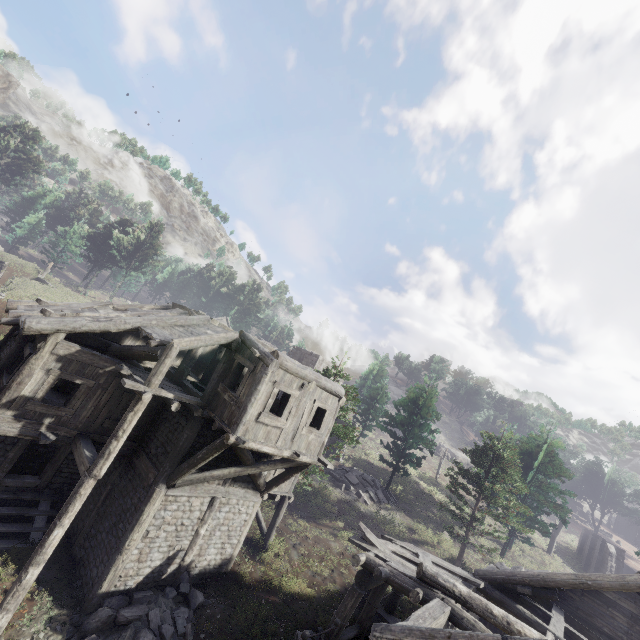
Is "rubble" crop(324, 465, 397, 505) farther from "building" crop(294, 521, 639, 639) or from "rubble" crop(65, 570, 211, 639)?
"rubble" crop(65, 570, 211, 639)

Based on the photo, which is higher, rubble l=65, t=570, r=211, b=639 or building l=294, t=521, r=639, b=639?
building l=294, t=521, r=639, b=639

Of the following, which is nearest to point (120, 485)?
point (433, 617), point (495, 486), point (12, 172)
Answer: point (433, 617)

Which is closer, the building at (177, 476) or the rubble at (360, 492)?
the building at (177, 476)

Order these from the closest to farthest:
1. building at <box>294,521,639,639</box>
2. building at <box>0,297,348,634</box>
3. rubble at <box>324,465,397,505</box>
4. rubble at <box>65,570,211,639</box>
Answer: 1. building at <box>294,521,639,639</box>
2. rubble at <box>65,570,211,639</box>
3. building at <box>0,297,348,634</box>
4. rubble at <box>324,465,397,505</box>

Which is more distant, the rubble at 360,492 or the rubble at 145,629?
the rubble at 360,492
